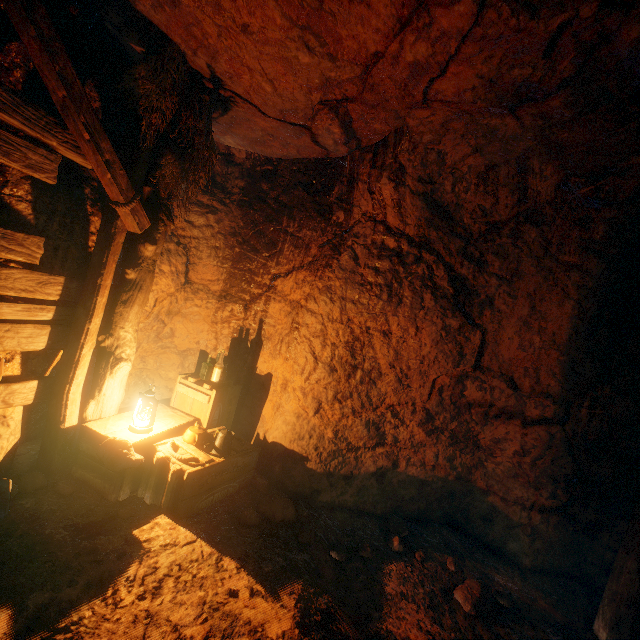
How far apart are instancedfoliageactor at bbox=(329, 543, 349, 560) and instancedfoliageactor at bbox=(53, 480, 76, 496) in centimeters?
266cm

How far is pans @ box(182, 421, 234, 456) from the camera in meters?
3.6 m

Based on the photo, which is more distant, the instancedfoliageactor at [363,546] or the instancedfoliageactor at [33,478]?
the instancedfoliageactor at [363,546]

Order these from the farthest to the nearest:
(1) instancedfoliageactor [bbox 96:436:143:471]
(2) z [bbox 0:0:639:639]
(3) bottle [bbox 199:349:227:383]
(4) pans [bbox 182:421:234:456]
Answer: (3) bottle [bbox 199:349:227:383] < (4) pans [bbox 182:421:234:456] < (1) instancedfoliageactor [bbox 96:436:143:471] < (2) z [bbox 0:0:639:639]

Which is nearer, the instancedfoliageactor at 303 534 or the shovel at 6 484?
the shovel at 6 484

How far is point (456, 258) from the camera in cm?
397

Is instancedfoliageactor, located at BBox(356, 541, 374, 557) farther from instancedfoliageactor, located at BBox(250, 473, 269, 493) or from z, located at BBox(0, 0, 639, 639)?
instancedfoliageactor, located at BBox(250, 473, 269, 493)

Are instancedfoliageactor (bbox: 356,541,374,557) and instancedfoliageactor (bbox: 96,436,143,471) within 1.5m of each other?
no
